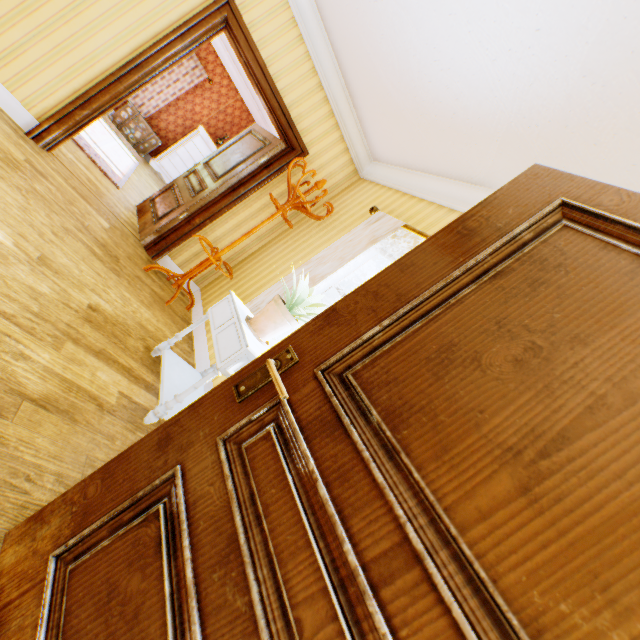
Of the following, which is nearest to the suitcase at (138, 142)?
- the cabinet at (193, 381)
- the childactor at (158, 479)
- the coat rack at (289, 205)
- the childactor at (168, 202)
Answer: the childactor at (168, 202)

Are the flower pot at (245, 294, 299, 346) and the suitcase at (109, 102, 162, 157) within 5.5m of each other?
no

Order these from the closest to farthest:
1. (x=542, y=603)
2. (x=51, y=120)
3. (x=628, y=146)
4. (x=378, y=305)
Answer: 1. (x=542, y=603)
2. (x=378, y=305)
3. (x=628, y=146)
4. (x=51, y=120)

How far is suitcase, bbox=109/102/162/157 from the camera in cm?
734

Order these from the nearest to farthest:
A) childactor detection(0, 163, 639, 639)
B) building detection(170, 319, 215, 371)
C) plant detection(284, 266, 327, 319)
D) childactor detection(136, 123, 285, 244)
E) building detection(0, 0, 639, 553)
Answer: childactor detection(0, 163, 639, 639), building detection(0, 0, 639, 553), plant detection(284, 266, 327, 319), building detection(170, 319, 215, 371), childactor detection(136, 123, 285, 244)

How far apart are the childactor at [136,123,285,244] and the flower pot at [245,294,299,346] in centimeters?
248cm

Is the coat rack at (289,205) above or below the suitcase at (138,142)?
above

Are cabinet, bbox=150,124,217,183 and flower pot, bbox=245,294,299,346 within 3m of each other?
no
